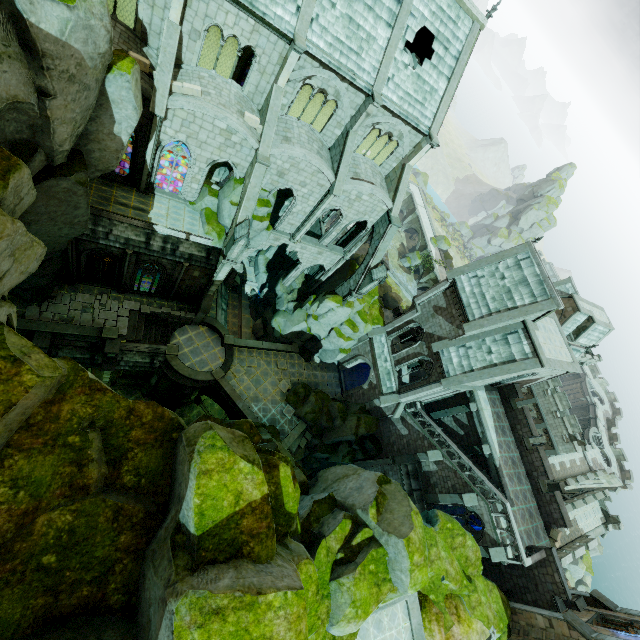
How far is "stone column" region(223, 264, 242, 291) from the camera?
31.47m

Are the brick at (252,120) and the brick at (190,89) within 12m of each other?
yes

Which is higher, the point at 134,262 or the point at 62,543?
the point at 62,543

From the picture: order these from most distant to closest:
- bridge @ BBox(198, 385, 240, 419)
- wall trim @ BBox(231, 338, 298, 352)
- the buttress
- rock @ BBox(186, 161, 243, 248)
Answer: wall trim @ BBox(231, 338, 298, 352), bridge @ BBox(198, 385, 240, 419), rock @ BBox(186, 161, 243, 248), the buttress

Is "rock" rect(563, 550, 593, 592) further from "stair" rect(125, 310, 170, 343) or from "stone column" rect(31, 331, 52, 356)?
"stone column" rect(31, 331, 52, 356)

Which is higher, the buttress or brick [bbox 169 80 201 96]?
brick [bbox 169 80 201 96]

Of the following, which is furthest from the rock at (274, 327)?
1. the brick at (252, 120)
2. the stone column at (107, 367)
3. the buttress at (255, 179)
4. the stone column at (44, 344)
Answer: the brick at (252, 120)

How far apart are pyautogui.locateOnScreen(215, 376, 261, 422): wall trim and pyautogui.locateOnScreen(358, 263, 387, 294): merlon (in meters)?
13.82
